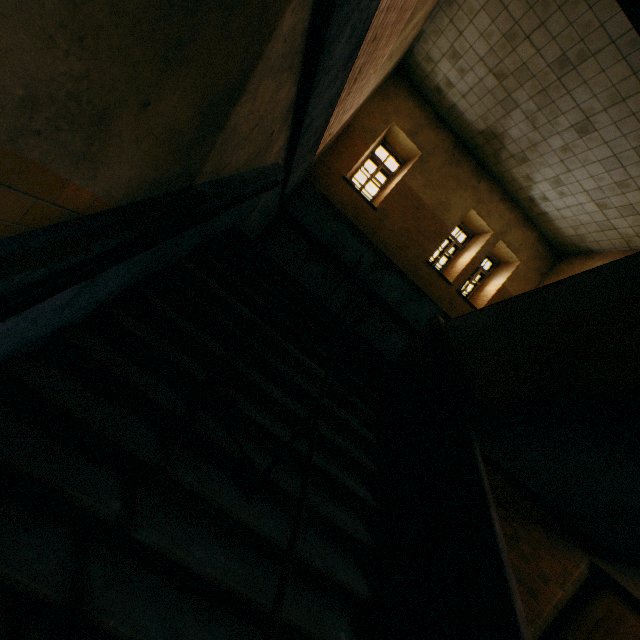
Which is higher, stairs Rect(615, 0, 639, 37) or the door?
stairs Rect(615, 0, 639, 37)

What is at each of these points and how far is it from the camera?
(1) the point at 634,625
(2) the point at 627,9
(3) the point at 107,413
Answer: (1) door, 4.3m
(2) stairs, 1.3m
(3) stairs, 2.1m

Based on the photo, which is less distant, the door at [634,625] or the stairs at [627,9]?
the stairs at [627,9]

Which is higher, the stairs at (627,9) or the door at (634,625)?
the stairs at (627,9)

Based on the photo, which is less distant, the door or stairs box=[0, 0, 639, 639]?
stairs box=[0, 0, 639, 639]
